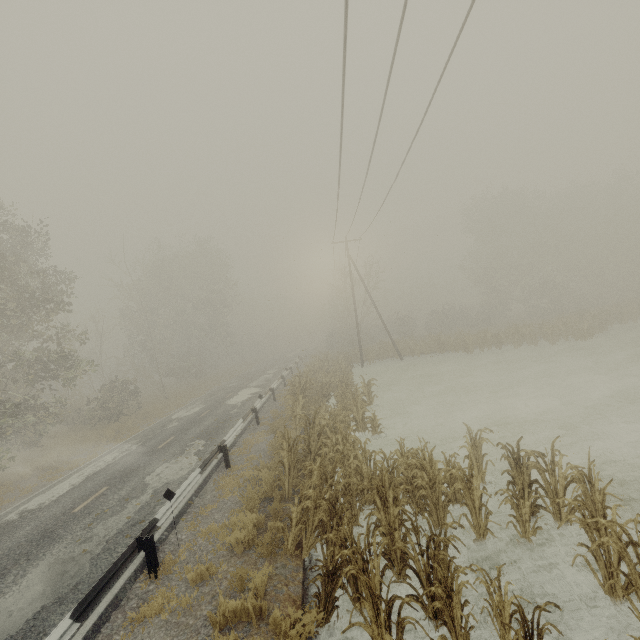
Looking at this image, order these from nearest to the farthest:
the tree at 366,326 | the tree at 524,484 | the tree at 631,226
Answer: the tree at 524,484 → the tree at 631,226 → the tree at 366,326

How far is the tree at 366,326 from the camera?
31.8m

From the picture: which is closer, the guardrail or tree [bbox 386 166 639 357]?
the guardrail

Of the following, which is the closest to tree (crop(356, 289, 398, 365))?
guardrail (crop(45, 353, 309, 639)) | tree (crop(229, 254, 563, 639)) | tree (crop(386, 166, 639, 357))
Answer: guardrail (crop(45, 353, 309, 639))

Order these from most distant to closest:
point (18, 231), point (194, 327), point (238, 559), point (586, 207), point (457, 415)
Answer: point (586, 207) < point (194, 327) < point (18, 231) < point (457, 415) < point (238, 559)

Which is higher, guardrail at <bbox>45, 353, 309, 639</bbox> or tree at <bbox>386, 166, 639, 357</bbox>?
tree at <bbox>386, 166, 639, 357</bbox>

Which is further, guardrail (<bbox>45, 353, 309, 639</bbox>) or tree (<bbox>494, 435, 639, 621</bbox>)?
guardrail (<bbox>45, 353, 309, 639</bbox>)

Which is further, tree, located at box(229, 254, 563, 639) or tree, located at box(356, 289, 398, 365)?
tree, located at box(356, 289, 398, 365)
